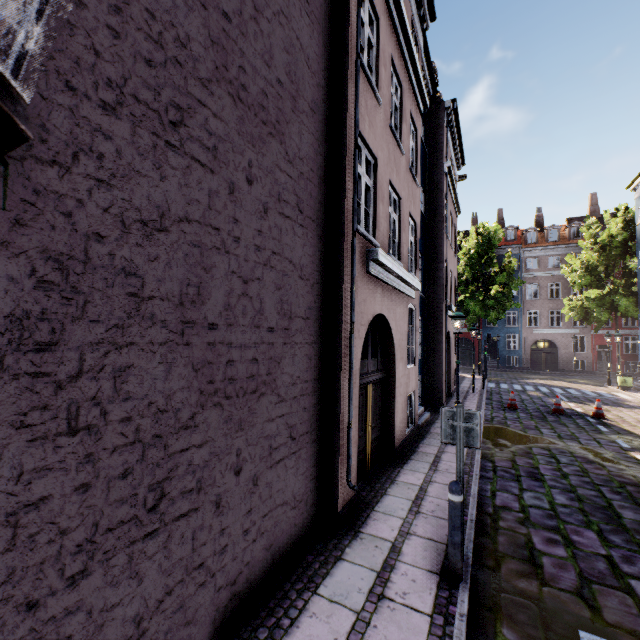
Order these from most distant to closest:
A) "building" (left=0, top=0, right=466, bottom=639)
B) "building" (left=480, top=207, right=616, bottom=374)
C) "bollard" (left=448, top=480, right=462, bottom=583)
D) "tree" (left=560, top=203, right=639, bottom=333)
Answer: "building" (left=480, top=207, right=616, bottom=374)
"tree" (left=560, top=203, right=639, bottom=333)
"bollard" (left=448, top=480, right=462, bottom=583)
"building" (left=0, top=0, right=466, bottom=639)

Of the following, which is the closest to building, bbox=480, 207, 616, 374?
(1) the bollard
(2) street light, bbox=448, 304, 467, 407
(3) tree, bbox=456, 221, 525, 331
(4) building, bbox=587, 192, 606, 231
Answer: (2) street light, bbox=448, 304, 467, 407

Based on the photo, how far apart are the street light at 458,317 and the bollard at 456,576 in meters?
5.6 m

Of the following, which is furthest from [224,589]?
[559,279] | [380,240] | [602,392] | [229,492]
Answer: [559,279]

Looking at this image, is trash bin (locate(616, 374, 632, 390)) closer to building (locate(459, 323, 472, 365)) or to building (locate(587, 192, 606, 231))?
building (locate(459, 323, 472, 365))

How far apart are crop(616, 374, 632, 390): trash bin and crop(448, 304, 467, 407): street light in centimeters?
1896cm

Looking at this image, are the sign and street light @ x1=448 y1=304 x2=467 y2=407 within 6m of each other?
yes

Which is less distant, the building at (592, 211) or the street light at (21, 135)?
the street light at (21, 135)
